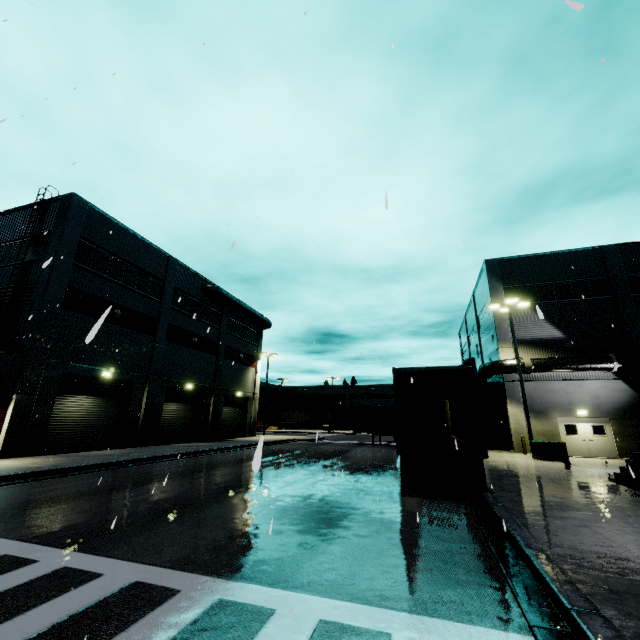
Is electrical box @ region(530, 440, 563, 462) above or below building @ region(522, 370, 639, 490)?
below

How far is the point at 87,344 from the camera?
19.67m

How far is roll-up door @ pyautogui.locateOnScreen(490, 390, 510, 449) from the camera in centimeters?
2600cm

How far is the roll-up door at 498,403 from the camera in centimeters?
2600cm

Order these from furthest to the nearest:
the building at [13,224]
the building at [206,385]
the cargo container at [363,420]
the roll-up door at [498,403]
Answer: the cargo container at [363,420] < the roll-up door at [498,403] < the building at [13,224] < the building at [206,385]

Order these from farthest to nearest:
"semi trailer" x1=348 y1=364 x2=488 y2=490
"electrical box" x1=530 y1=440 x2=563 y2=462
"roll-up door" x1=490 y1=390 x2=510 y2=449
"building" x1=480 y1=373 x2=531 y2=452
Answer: "roll-up door" x1=490 y1=390 x2=510 y2=449, "building" x1=480 y1=373 x2=531 y2=452, "electrical box" x1=530 y1=440 x2=563 y2=462, "semi trailer" x1=348 y1=364 x2=488 y2=490

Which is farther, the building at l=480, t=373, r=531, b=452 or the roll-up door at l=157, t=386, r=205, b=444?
the roll-up door at l=157, t=386, r=205, b=444

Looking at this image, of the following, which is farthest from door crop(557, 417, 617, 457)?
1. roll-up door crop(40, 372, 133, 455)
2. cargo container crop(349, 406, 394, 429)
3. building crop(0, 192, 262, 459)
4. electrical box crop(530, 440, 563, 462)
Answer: cargo container crop(349, 406, 394, 429)
